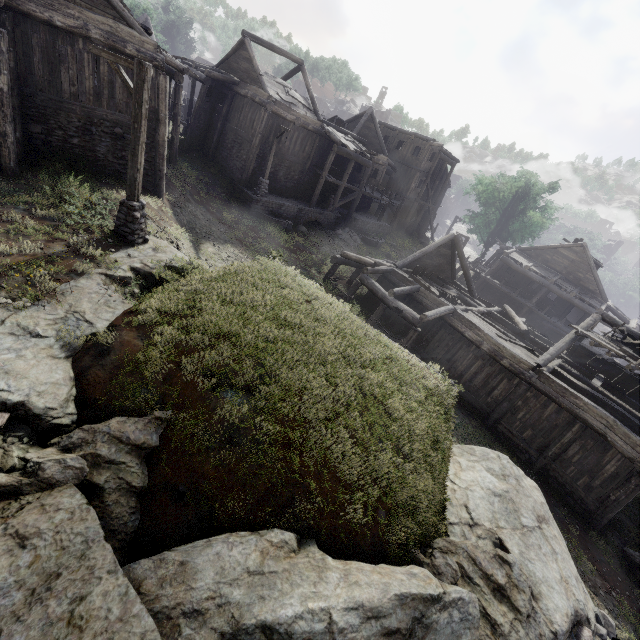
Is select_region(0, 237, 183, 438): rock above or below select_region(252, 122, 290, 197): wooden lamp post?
below

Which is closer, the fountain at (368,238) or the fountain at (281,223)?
the fountain at (281,223)

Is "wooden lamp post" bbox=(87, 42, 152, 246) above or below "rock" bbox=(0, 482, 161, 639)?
above

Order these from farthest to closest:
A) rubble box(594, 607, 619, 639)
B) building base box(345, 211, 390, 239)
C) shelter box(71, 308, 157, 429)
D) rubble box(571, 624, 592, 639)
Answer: building base box(345, 211, 390, 239), rubble box(594, 607, 619, 639), rubble box(571, 624, 592, 639), shelter box(71, 308, 157, 429)

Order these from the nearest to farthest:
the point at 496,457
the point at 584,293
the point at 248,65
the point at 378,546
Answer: the point at 378,546, the point at 496,457, the point at 248,65, the point at 584,293

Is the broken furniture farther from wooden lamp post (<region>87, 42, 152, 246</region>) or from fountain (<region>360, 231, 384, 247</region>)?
wooden lamp post (<region>87, 42, 152, 246</region>)

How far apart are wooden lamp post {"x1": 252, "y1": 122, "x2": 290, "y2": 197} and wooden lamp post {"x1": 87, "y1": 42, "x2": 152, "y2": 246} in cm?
1301

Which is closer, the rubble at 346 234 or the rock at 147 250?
the rock at 147 250
